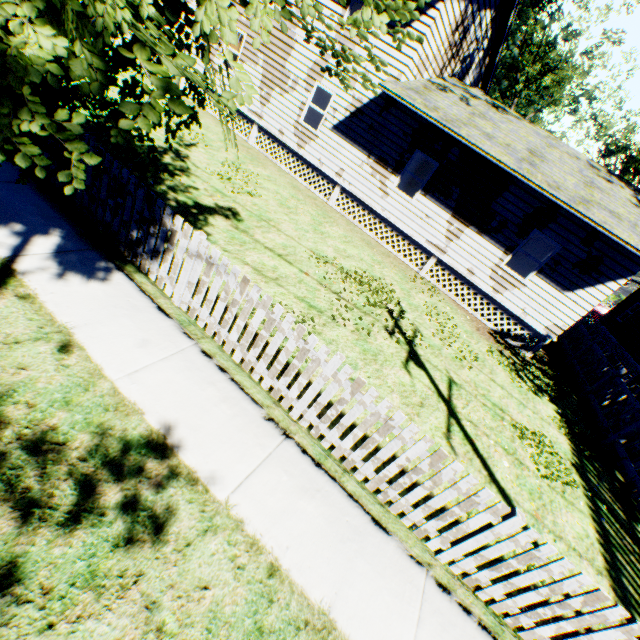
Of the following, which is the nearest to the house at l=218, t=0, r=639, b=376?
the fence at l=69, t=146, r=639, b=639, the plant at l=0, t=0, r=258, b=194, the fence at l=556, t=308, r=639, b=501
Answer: the plant at l=0, t=0, r=258, b=194

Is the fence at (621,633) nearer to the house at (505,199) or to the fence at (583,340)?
the fence at (583,340)

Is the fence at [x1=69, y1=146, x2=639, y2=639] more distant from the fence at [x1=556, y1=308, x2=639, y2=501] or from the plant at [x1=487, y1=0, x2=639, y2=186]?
the plant at [x1=487, y1=0, x2=639, y2=186]

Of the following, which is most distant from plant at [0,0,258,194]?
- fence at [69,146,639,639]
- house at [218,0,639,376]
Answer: fence at [69,146,639,639]

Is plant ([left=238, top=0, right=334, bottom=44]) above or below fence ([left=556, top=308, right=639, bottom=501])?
above

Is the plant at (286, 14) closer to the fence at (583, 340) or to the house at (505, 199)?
the house at (505, 199)

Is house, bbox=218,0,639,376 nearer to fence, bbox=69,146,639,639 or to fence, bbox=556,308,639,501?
fence, bbox=556,308,639,501

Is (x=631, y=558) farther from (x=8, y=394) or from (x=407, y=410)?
(x=8, y=394)
